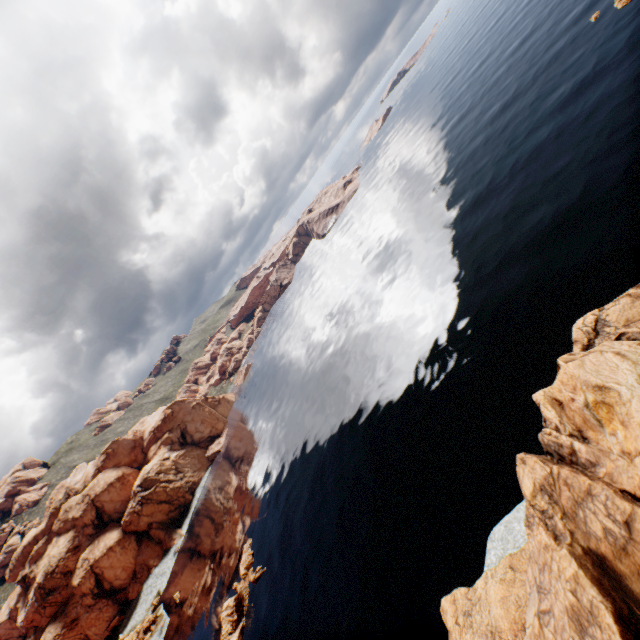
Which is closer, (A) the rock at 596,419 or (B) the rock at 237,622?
(A) the rock at 596,419

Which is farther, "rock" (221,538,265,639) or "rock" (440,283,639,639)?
"rock" (221,538,265,639)

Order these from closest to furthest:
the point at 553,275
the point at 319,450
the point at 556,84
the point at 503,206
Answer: the point at 553,275 < the point at 503,206 < the point at 319,450 < the point at 556,84

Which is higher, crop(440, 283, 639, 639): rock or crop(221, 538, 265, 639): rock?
crop(440, 283, 639, 639): rock

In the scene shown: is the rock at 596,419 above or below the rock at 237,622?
above
